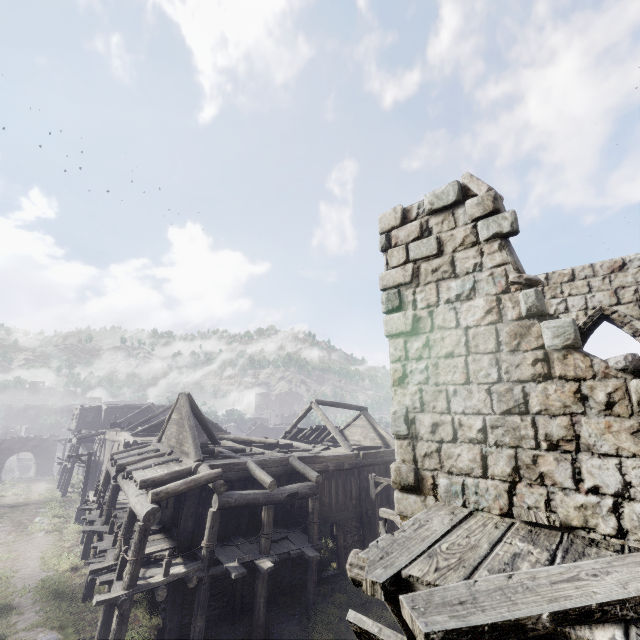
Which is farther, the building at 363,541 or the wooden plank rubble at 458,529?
the building at 363,541

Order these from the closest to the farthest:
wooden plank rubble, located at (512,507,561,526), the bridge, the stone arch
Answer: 1. wooden plank rubble, located at (512,507,561,526)
2. the stone arch
3. the bridge

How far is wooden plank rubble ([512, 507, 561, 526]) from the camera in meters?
3.7

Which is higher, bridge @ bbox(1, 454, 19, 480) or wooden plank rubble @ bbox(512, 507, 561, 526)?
wooden plank rubble @ bbox(512, 507, 561, 526)

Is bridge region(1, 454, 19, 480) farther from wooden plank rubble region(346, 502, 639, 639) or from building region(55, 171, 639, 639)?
wooden plank rubble region(346, 502, 639, 639)

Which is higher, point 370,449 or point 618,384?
point 618,384

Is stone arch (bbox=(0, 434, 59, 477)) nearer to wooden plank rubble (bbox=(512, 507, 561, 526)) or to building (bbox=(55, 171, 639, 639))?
building (bbox=(55, 171, 639, 639))

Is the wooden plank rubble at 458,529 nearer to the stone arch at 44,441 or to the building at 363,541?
the building at 363,541
